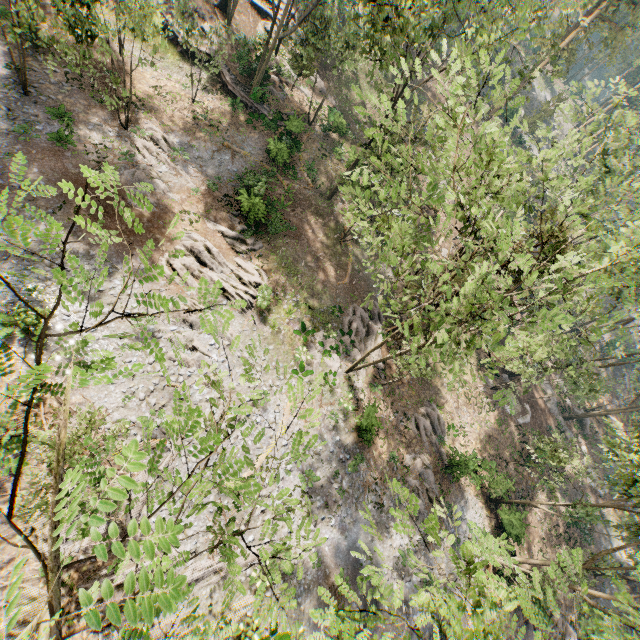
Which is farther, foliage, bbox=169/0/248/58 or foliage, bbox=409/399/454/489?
foliage, bbox=409/399/454/489

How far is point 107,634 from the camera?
13.12m

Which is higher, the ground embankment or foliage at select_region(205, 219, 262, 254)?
the ground embankment

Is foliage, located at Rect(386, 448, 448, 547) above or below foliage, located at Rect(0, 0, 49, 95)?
below

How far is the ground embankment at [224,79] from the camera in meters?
28.8 m

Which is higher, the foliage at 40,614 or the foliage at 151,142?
the foliage at 40,614

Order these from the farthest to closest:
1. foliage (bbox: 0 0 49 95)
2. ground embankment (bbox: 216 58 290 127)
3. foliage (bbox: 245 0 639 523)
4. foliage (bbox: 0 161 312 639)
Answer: ground embankment (bbox: 216 58 290 127), foliage (bbox: 0 0 49 95), foliage (bbox: 245 0 639 523), foliage (bbox: 0 161 312 639)
